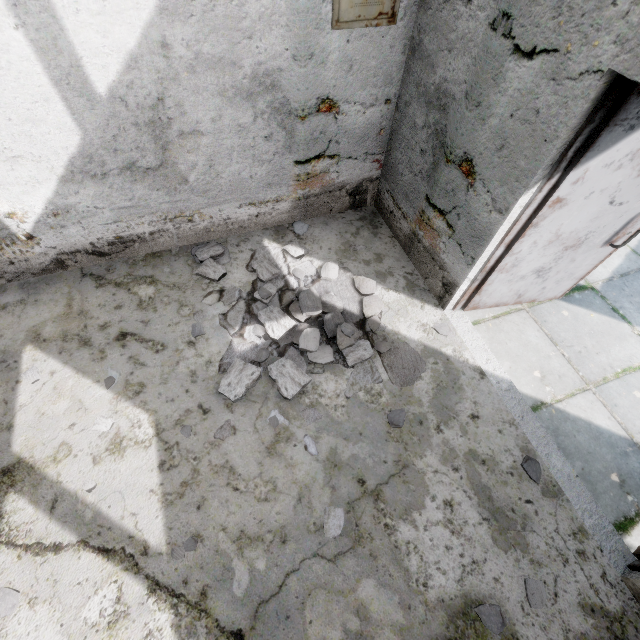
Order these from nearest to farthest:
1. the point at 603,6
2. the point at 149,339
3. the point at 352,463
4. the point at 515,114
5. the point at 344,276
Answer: the point at 603,6 → the point at 515,114 → the point at 352,463 → the point at 149,339 → the point at 344,276

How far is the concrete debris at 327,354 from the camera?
2.9 meters

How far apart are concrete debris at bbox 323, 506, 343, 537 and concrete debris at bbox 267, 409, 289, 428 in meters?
0.7 m

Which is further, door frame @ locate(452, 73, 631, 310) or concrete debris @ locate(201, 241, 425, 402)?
concrete debris @ locate(201, 241, 425, 402)

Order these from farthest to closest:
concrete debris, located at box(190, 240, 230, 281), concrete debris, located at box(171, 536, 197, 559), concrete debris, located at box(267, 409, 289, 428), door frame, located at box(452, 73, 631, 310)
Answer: concrete debris, located at box(190, 240, 230, 281) → concrete debris, located at box(267, 409, 289, 428) → concrete debris, located at box(171, 536, 197, 559) → door frame, located at box(452, 73, 631, 310)

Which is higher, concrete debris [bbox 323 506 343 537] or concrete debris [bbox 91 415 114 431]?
concrete debris [bbox 323 506 343 537]

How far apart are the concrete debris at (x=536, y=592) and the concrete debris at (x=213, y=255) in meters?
1.6 m

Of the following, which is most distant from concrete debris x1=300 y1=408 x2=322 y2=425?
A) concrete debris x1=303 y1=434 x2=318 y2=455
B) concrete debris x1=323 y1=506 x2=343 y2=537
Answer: concrete debris x1=323 y1=506 x2=343 y2=537
